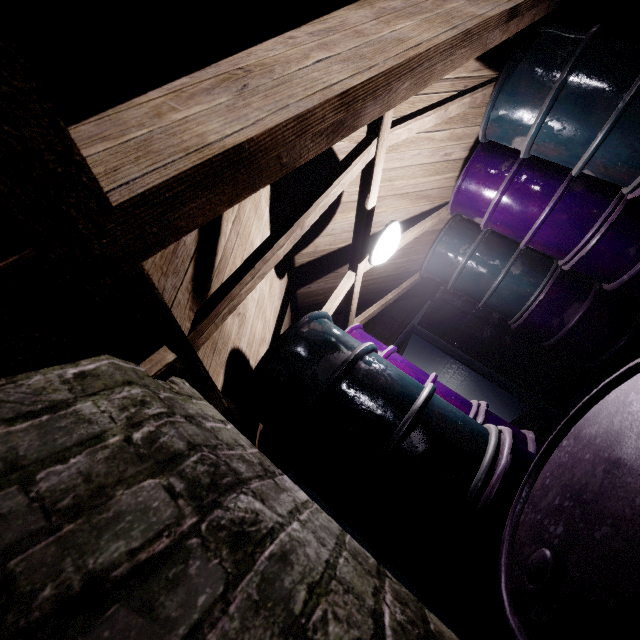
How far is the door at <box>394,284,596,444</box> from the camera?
3.7m

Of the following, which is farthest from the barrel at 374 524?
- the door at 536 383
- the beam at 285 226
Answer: the door at 536 383

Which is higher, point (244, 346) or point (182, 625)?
point (244, 346)

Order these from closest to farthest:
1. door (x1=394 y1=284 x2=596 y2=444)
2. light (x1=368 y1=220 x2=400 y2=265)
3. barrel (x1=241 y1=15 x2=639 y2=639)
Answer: barrel (x1=241 y1=15 x2=639 y2=639) → light (x1=368 y1=220 x2=400 y2=265) → door (x1=394 y1=284 x2=596 y2=444)

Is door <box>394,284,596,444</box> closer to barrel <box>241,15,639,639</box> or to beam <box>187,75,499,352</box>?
beam <box>187,75,499,352</box>

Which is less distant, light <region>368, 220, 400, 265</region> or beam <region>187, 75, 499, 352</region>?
beam <region>187, 75, 499, 352</region>

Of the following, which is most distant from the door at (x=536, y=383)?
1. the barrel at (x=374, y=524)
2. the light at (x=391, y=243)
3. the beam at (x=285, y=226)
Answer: the light at (x=391, y=243)

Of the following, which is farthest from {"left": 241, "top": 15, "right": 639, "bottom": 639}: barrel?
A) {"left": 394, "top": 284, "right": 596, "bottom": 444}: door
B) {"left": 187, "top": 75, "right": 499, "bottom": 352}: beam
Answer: {"left": 394, "top": 284, "right": 596, "bottom": 444}: door
